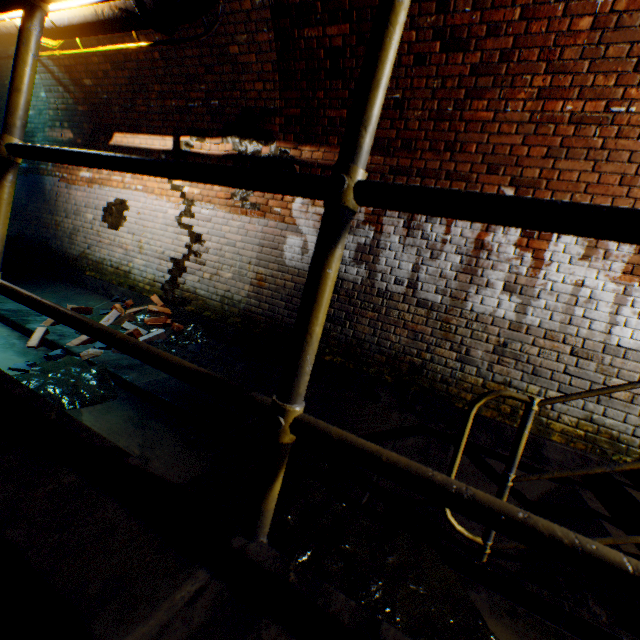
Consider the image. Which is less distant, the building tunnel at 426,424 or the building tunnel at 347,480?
the building tunnel at 347,480

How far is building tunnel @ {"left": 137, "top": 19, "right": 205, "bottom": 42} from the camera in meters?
4.0 m

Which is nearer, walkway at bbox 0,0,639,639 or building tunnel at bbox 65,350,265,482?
walkway at bbox 0,0,639,639

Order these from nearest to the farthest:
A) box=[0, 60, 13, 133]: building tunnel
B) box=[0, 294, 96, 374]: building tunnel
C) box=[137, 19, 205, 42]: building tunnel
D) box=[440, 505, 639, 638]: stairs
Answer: box=[440, 505, 639, 638]: stairs, box=[0, 294, 96, 374]: building tunnel, box=[137, 19, 205, 42]: building tunnel, box=[0, 60, 13, 133]: building tunnel

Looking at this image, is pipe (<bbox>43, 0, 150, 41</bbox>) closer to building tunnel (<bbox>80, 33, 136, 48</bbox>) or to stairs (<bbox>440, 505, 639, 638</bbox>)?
building tunnel (<bbox>80, 33, 136, 48</bbox>)

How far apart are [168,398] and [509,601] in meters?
3.0 m

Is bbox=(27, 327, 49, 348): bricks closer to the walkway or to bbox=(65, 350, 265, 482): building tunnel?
bbox=(65, 350, 265, 482): building tunnel

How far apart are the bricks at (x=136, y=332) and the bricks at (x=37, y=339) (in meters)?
0.64
